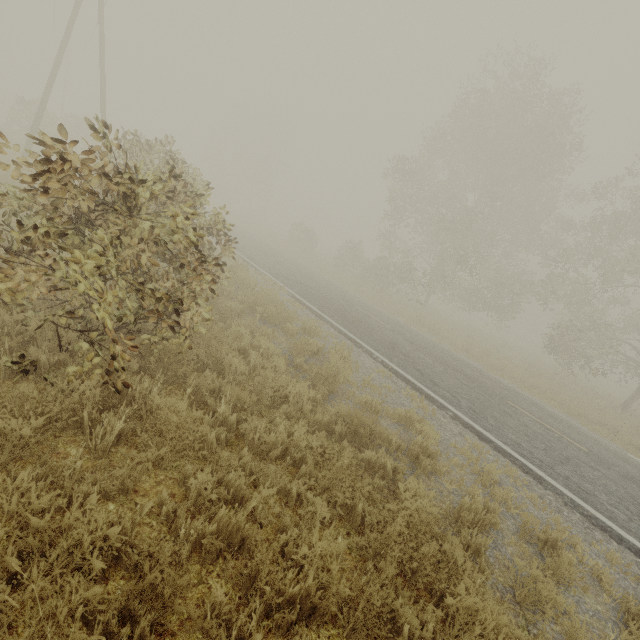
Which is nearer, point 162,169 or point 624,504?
point 624,504
